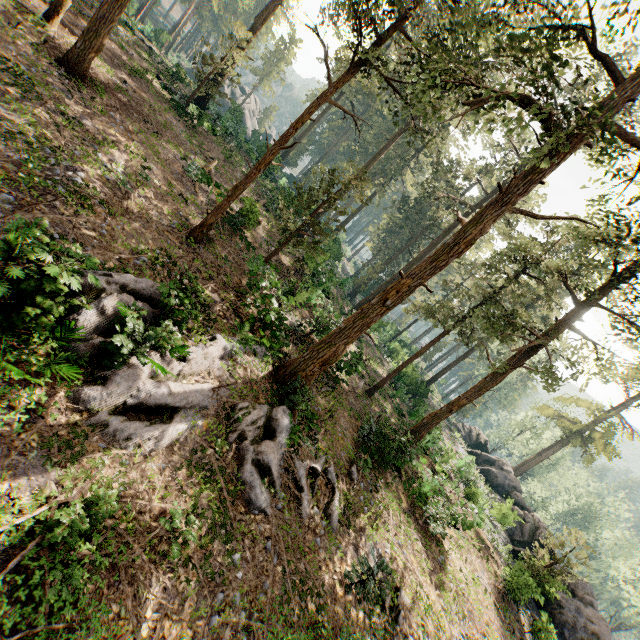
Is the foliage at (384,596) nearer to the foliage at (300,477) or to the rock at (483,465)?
the foliage at (300,477)

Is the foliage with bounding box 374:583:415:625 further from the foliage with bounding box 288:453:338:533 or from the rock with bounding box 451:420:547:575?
the rock with bounding box 451:420:547:575

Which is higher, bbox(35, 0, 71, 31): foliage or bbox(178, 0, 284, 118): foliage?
bbox(178, 0, 284, 118): foliage

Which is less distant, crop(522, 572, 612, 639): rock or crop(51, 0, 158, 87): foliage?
crop(51, 0, 158, 87): foliage

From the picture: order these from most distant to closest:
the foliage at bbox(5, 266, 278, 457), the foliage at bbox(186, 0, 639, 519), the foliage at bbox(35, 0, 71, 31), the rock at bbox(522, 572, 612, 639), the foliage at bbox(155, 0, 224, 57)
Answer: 1. the foliage at bbox(155, 0, 224, 57)
2. the rock at bbox(522, 572, 612, 639)
3. the foliage at bbox(35, 0, 71, 31)
4. the foliage at bbox(186, 0, 639, 519)
5. the foliage at bbox(5, 266, 278, 457)

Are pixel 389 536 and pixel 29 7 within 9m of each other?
no

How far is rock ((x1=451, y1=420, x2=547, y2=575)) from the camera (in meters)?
24.54

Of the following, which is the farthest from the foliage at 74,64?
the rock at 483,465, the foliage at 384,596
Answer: the foliage at 384,596
